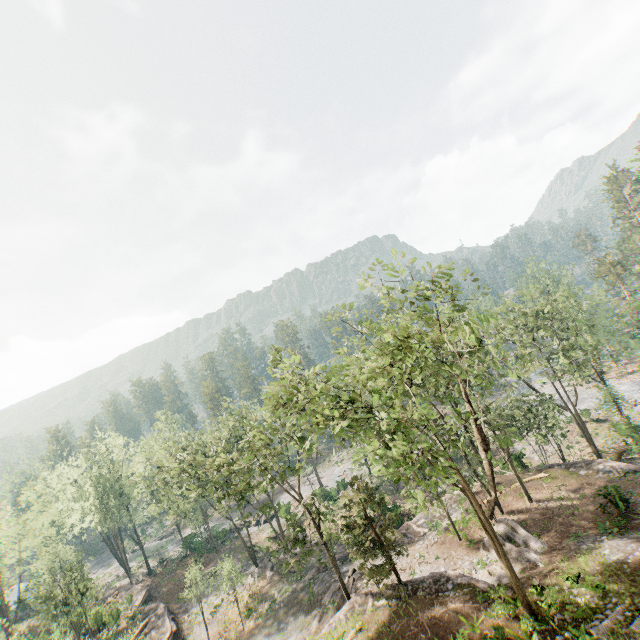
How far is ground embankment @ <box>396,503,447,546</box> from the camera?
30.4 meters

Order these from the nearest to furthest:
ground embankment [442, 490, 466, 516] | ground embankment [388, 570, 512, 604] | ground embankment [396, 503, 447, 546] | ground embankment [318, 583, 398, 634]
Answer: ground embankment [388, 570, 512, 604], ground embankment [318, 583, 398, 634], ground embankment [396, 503, 447, 546], ground embankment [442, 490, 466, 516]

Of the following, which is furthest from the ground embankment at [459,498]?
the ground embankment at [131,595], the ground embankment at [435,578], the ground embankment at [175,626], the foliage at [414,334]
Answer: the ground embankment at [131,595]

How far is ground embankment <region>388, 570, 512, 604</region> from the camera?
19.52m

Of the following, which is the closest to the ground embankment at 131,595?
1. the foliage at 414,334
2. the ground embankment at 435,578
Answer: the foliage at 414,334

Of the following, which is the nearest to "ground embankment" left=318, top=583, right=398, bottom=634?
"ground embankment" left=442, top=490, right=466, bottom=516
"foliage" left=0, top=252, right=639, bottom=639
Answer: "foliage" left=0, top=252, right=639, bottom=639

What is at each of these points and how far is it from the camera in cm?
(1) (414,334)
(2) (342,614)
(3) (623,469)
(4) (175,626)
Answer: (1) foliage, 1991
(2) ground embankment, 2278
(3) ground embankment, 2784
(4) ground embankment, 3309
